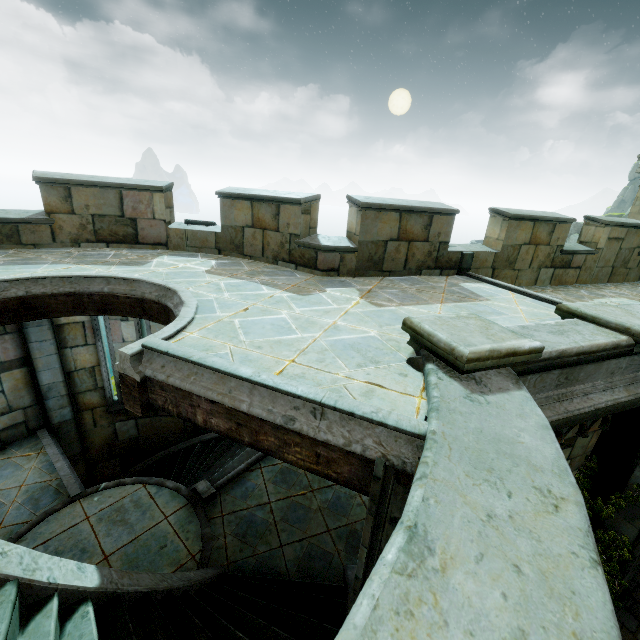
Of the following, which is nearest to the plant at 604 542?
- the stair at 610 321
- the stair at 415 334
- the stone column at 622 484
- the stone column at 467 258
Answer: the stone column at 622 484

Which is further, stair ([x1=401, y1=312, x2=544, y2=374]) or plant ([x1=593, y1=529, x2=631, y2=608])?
plant ([x1=593, y1=529, x2=631, y2=608])

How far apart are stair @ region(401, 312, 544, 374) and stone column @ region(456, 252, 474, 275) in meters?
4.1

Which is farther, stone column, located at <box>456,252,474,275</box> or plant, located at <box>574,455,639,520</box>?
stone column, located at <box>456,252,474,275</box>

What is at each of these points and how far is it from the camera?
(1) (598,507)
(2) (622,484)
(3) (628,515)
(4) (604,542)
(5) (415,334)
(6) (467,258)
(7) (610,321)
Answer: (1) plant, 5.2 meters
(2) stone column, 5.1 meters
(3) stone column, 5.1 meters
(4) plant, 5.3 meters
(5) stair, 3.3 meters
(6) stone column, 7.4 meters
(7) stair, 4.2 meters

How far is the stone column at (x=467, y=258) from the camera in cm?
739

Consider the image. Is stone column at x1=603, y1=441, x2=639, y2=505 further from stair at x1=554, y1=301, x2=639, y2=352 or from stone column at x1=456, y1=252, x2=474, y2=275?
stone column at x1=456, y1=252, x2=474, y2=275

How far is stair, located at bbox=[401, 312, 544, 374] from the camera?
2.79m
